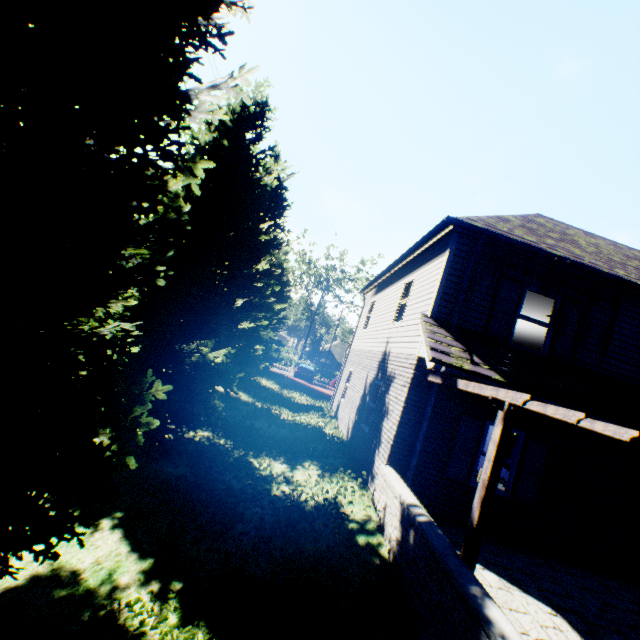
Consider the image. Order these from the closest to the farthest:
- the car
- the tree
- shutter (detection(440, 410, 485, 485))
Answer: the tree, shutter (detection(440, 410, 485, 485)), the car

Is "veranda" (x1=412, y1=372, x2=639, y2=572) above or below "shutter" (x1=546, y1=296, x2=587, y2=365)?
below

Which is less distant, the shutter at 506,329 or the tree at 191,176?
the tree at 191,176

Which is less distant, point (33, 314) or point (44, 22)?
point (44, 22)

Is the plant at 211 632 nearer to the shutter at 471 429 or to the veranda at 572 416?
the veranda at 572 416

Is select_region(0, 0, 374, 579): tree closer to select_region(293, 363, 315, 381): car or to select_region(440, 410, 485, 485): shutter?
select_region(293, 363, 315, 381): car

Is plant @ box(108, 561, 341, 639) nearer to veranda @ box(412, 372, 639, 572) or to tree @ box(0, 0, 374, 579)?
tree @ box(0, 0, 374, 579)

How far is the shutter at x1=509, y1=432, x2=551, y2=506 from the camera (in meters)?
7.65
